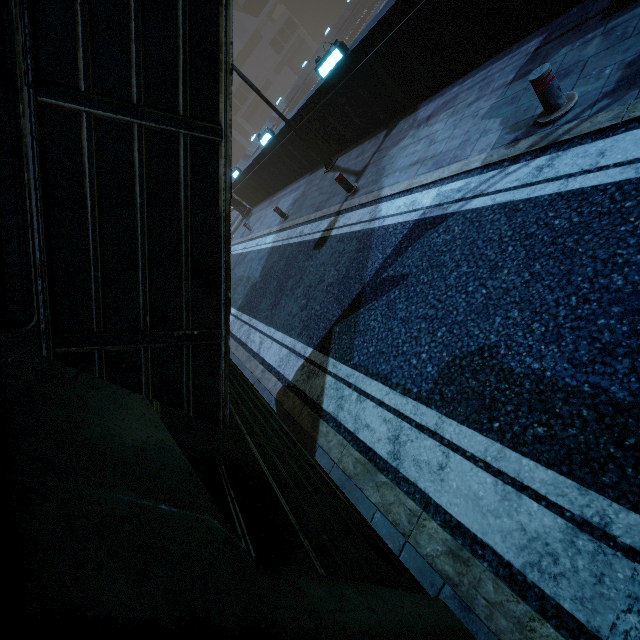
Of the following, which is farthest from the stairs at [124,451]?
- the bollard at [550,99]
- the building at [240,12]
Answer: the bollard at [550,99]

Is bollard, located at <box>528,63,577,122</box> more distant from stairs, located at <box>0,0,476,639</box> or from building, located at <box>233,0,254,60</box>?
stairs, located at <box>0,0,476,639</box>

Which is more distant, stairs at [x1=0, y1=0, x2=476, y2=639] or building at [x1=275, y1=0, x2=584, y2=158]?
building at [x1=275, y1=0, x2=584, y2=158]

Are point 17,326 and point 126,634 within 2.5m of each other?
yes

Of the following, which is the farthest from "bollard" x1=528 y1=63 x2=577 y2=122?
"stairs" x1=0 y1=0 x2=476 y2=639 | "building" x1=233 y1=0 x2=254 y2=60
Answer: "stairs" x1=0 y1=0 x2=476 y2=639

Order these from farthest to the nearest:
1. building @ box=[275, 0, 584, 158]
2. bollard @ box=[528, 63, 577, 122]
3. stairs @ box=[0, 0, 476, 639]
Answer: building @ box=[275, 0, 584, 158], bollard @ box=[528, 63, 577, 122], stairs @ box=[0, 0, 476, 639]

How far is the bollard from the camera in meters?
3.9
